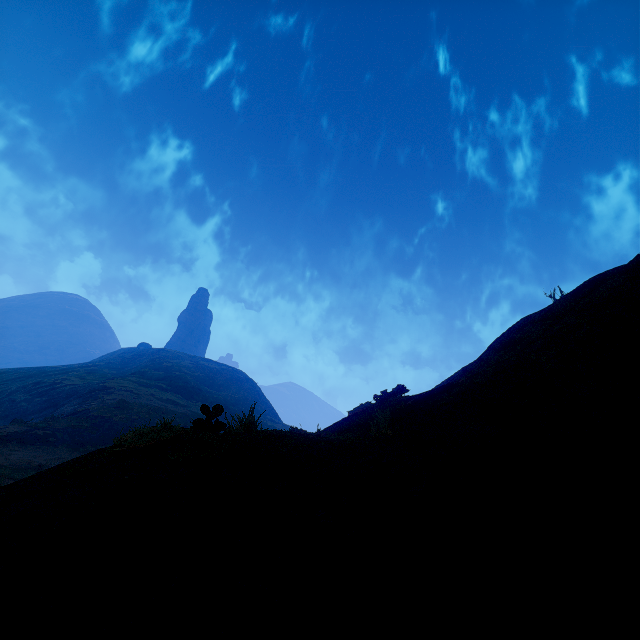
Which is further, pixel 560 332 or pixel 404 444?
pixel 560 332
